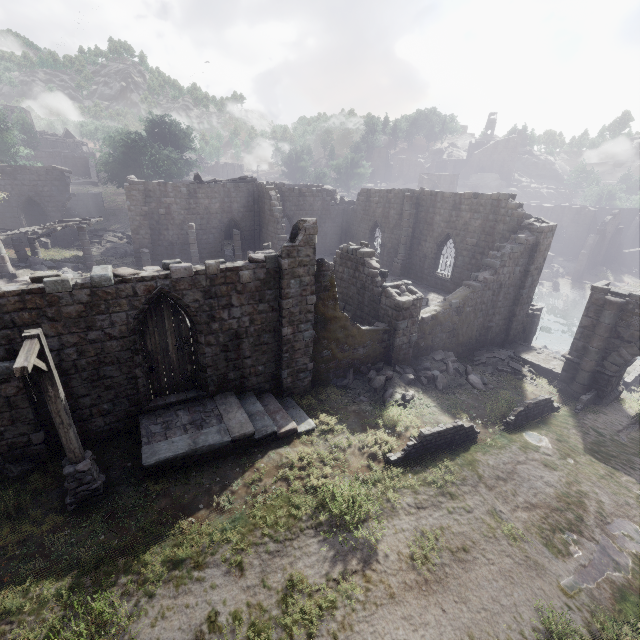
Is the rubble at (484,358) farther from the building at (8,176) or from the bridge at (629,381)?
the bridge at (629,381)

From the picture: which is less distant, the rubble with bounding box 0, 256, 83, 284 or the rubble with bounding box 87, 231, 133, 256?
the rubble with bounding box 0, 256, 83, 284

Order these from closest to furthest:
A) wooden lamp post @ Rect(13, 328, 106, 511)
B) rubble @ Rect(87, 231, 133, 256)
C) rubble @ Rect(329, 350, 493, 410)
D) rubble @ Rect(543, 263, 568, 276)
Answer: wooden lamp post @ Rect(13, 328, 106, 511), rubble @ Rect(329, 350, 493, 410), rubble @ Rect(87, 231, 133, 256), rubble @ Rect(543, 263, 568, 276)

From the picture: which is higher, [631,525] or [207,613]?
[207,613]

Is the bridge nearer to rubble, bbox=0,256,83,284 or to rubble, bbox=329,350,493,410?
rubble, bbox=329,350,493,410

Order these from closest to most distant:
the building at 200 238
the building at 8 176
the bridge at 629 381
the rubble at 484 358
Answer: the building at 200 238 < the rubble at 484 358 < the bridge at 629 381 < the building at 8 176

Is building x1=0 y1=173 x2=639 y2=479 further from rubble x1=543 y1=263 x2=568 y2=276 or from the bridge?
the bridge

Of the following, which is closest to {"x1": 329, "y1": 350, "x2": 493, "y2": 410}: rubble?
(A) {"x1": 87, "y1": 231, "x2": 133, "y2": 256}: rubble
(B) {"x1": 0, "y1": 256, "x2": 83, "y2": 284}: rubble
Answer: (B) {"x1": 0, "y1": 256, "x2": 83, "y2": 284}: rubble
